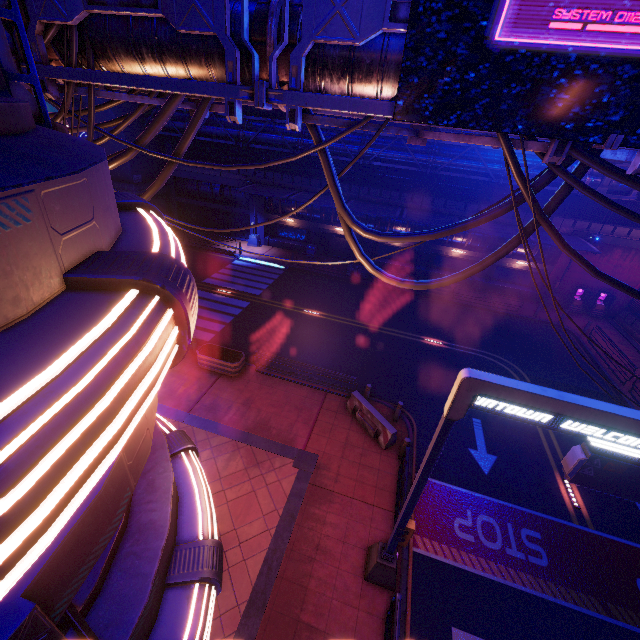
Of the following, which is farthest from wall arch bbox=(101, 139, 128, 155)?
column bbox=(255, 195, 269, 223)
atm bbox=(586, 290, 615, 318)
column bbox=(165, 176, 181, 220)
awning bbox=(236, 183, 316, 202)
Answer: atm bbox=(586, 290, 615, 318)

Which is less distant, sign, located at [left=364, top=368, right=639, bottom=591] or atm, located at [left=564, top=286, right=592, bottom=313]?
sign, located at [left=364, top=368, right=639, bottom=591]

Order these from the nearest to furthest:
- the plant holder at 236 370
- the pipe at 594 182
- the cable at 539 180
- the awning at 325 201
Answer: the cable at 539 180 < the plant holder at 236 370 < the pipe at 594 182 < the awning at 325 201

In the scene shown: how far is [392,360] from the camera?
17.9 meters

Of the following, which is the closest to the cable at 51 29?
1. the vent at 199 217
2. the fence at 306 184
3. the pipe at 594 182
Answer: the pipe at 594 182

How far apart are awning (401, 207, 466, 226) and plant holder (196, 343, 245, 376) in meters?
14.7

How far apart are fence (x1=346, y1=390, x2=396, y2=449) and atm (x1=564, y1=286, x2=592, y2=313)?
21.5m

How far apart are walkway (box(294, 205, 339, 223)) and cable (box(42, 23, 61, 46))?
21.12m
